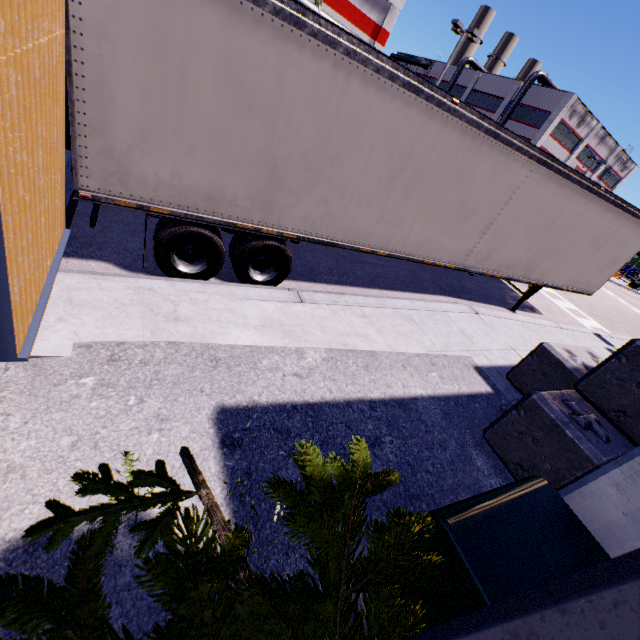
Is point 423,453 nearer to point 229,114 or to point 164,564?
point 164,564

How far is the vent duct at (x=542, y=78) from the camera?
40.4m

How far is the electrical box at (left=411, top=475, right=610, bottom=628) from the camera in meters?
1.8 m

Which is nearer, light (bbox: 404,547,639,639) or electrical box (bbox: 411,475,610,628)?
light (bbox: 404,547,639,639)

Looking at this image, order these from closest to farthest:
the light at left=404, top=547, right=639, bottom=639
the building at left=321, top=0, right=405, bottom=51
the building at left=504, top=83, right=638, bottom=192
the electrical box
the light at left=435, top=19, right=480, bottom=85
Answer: the light at left=404, top=547, right=639, bottom=639, the electrical box, the light at left=435, top=19, right=480, bottom=85, the building at left=321, top=0, right=405, bottom=51, the building at left=504, top=83, right=638, bottom=192

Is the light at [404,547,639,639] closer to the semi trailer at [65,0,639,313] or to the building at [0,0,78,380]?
the building at [0,0,78,380]

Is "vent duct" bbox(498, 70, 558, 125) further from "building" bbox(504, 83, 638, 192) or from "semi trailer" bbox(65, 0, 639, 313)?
"semi trailer" bbox(65, 0, 639, 313)

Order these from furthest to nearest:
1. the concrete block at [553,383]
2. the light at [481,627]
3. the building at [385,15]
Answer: the building at [385,15] < the concrete block at [553,383] < the light at [481,627]
